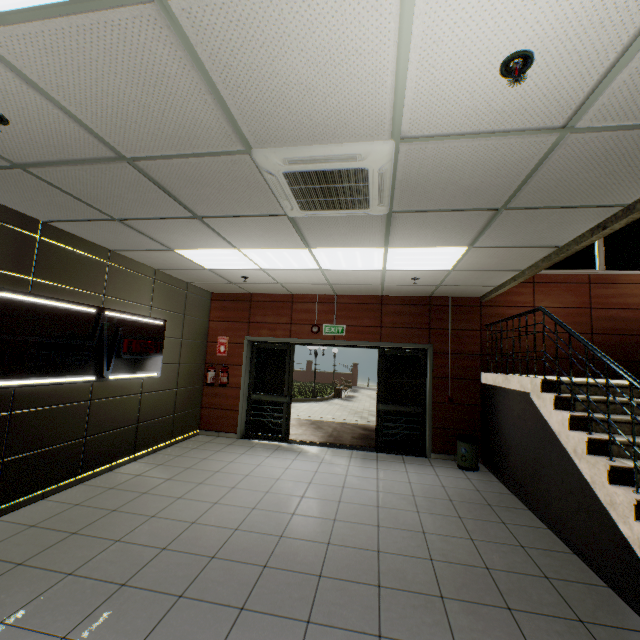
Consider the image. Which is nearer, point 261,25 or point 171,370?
point 261,25

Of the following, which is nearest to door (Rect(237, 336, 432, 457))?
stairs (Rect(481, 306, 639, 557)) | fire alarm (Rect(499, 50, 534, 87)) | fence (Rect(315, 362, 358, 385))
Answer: stairs (Rect(481, 306, 639, 557))

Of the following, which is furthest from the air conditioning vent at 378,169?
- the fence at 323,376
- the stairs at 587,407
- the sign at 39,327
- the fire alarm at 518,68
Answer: the fence at 323,376

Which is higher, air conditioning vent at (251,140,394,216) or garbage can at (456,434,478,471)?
air conditioning vent at (251,140,394,216)

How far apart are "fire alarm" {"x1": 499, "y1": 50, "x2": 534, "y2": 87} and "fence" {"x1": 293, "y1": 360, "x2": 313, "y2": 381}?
29.9 meters

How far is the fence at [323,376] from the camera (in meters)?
30.39

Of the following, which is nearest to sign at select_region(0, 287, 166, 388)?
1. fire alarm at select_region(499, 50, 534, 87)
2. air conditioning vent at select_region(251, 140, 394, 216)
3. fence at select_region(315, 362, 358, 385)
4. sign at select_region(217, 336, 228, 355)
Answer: sign at select_region(217, 336, 228, 355)

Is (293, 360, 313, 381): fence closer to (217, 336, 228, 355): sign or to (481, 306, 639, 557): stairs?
(217, 336, 228, 355): sign
